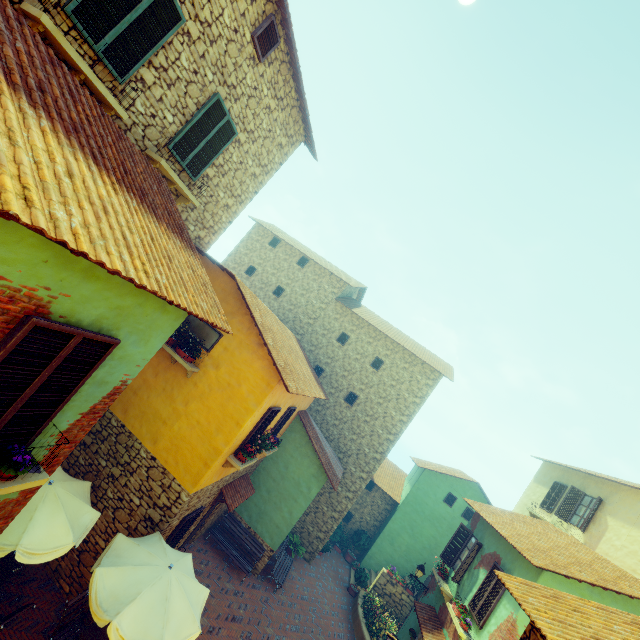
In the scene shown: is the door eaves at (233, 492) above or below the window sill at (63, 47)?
below

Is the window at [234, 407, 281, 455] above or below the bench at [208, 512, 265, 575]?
above

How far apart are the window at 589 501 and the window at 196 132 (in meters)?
19.53

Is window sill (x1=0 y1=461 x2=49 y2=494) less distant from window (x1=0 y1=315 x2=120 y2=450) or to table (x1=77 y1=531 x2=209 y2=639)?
window (x1=0 y1=315 x2=120 y2=450)

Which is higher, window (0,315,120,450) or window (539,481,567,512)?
window (539,481,567,512)

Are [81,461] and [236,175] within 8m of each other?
no

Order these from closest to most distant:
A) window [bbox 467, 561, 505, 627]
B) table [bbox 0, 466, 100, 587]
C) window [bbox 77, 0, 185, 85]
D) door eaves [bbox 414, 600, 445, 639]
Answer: window [bbox 77, 0, 185, 85] → table [bbox 0, 466, 100, 587] → window [bbox 467, 561, 505, 627] → door eaves [bbox 414, 600, 445, 639]

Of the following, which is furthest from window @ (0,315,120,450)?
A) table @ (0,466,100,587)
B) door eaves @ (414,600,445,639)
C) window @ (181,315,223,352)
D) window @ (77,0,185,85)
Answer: window @ (77,0,185,85)
